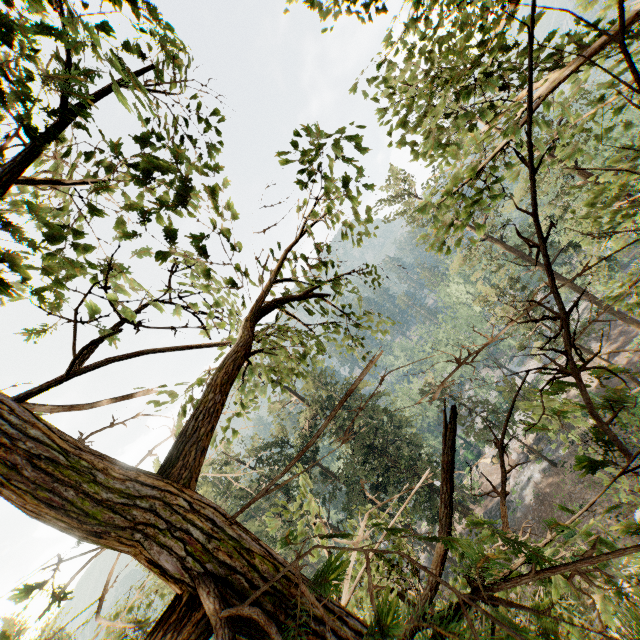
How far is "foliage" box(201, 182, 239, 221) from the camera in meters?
3.1

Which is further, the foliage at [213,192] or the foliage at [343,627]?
the foliage at [213,192]

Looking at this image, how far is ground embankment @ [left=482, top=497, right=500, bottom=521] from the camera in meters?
38.5

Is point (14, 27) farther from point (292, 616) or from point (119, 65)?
point (292, 616)

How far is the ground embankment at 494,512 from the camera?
38.50m

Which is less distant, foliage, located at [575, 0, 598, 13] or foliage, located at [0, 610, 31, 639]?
foliage, located at [0, 610, 31, 639]

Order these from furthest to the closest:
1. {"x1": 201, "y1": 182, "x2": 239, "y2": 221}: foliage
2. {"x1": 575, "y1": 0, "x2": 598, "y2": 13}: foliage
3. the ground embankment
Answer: the ground embankment
{"x1": 575, "y1": 0, "x2": 598, "y2": 13}: foliage
{"x1": 201, "y1": 182, "x2": 239, "y2": 221}: foliage

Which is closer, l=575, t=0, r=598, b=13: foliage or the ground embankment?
l=575, t=0, r=598, b=13: foliage
